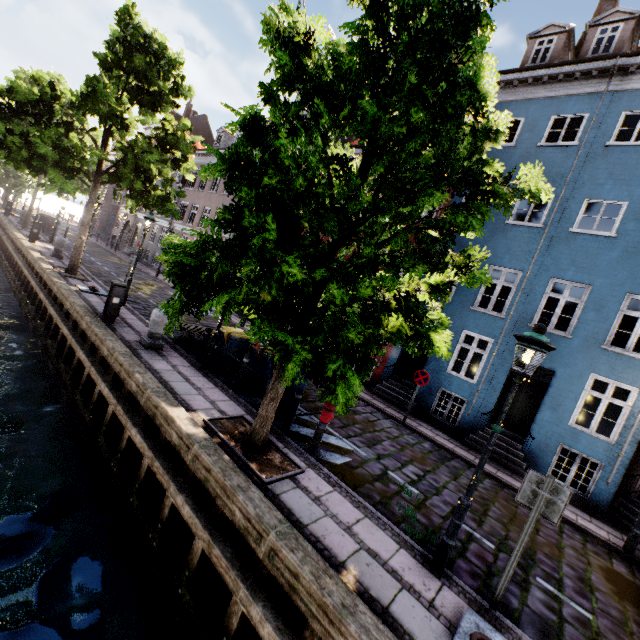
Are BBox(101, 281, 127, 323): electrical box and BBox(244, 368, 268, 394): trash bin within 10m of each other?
yes

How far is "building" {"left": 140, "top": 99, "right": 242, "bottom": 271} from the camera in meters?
25.3 m

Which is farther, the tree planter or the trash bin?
the trash bin

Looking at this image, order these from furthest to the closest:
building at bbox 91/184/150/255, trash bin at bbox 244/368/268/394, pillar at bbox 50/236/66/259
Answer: building at bbox 91/184/150/255, pillar at bbox 50/236/66/259, trash bin at bbox 244/368/268/394

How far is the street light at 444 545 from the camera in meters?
4.3 m

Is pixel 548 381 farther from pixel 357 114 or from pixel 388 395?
pixel 357 114

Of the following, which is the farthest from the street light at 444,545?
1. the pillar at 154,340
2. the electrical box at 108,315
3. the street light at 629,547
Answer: the electrical box at 108,315

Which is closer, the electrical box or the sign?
the sign
